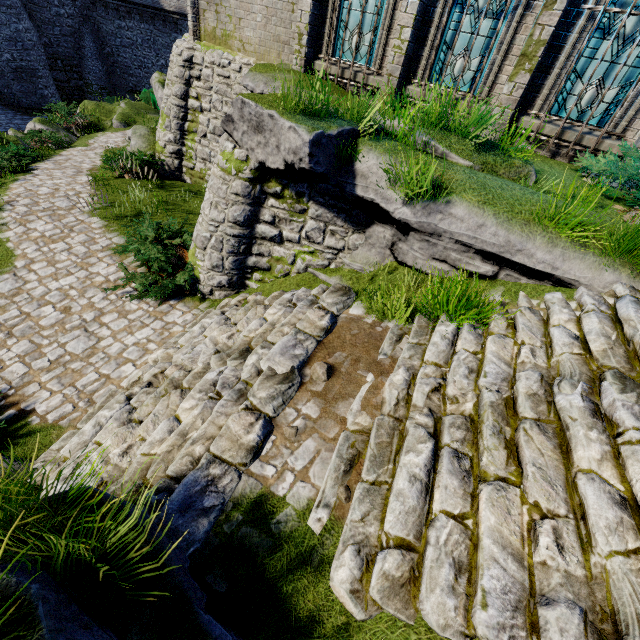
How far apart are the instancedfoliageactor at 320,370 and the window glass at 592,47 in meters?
8.2 m

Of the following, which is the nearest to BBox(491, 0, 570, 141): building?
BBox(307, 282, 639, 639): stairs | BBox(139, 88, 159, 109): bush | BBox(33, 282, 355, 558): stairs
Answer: BBox(307, 282, 639, 639): stairs

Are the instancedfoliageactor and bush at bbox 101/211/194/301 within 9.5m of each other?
yes

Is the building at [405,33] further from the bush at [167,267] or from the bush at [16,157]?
the bush at [16,157]

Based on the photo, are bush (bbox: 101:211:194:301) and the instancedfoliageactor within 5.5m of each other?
yes

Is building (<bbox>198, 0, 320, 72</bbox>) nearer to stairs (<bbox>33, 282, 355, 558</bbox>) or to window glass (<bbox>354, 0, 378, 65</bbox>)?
window glass (<bbox>354, 0, 378, 65</bbox>)

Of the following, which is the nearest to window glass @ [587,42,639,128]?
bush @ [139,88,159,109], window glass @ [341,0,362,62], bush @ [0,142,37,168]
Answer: window glass @ [341,0,362,62]

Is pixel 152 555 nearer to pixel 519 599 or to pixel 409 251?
pixel 519 599
